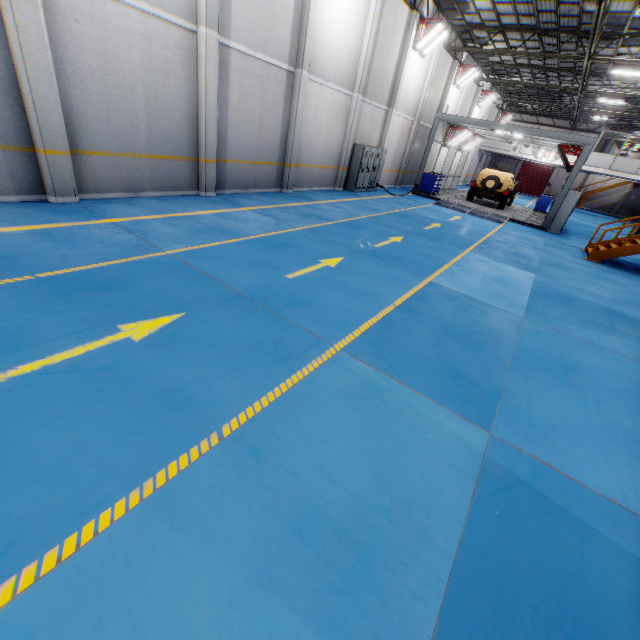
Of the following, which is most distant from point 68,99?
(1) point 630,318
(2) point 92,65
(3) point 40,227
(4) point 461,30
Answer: (4) point 461,30

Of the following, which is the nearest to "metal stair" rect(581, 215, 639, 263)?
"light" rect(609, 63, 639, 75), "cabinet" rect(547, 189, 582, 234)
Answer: "cabinet" rect(547, 189, 582, 234)

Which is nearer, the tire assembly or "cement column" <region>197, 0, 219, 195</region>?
"cement column" <region>197, 0, 219, 195</region>

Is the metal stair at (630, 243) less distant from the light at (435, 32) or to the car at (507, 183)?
the car at (507, 183)

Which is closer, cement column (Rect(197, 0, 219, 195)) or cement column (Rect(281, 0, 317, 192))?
cement column (Rect(197, 0, 219, 195))

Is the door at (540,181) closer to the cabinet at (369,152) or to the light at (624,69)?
the light at (624,69)

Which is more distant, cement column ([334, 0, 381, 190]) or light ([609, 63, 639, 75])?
light ([609, 63, 639, 75])

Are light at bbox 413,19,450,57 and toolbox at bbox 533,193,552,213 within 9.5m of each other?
no
